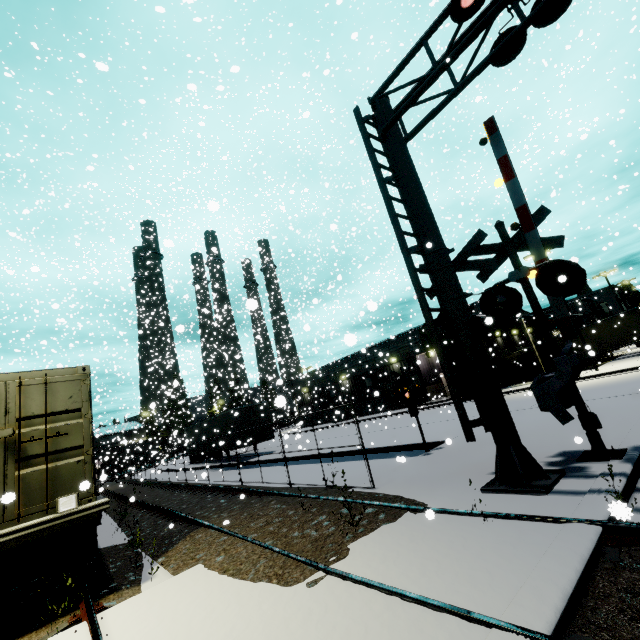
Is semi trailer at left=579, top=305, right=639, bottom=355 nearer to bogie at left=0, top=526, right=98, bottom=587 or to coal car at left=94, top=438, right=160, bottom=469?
coal car at left=94, top=438, right=160, bottom=469

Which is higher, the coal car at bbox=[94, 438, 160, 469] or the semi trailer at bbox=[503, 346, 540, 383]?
the coal car at bbox=[94, 438, 160, 469]

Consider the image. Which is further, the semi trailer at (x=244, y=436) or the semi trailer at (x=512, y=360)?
the semi trailer at (x=512, y=360)

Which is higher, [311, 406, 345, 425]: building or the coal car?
the coal car

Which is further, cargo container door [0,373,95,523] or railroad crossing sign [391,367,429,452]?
railroad crossing sign [391,367,429,452]

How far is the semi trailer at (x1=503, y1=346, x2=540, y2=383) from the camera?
33.3 meters

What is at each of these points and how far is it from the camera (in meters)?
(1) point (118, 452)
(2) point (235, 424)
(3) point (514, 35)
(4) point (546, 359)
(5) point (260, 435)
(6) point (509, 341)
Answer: (1) coal car, 50.38
(2) semi trailer, 23.05
(3) railroad crossing overhang, 5.96
(4) semi trailer, 32.41
(5) semi trailer, 23.30
(6) building, 38.56

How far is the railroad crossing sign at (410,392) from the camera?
10.4m
